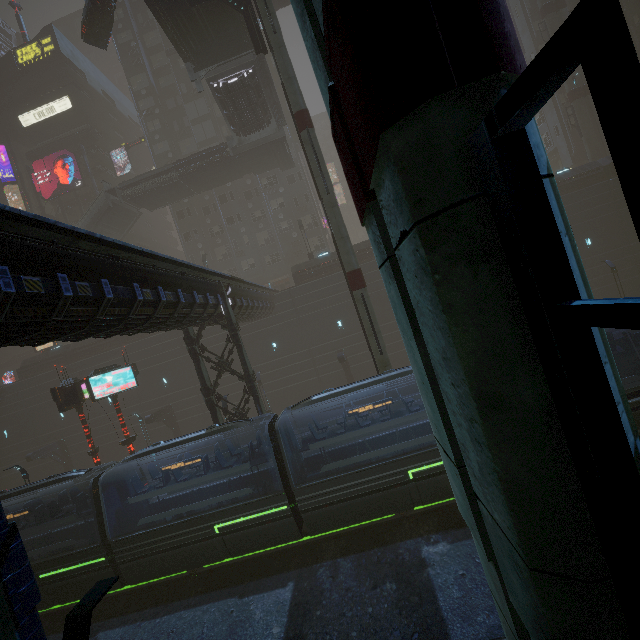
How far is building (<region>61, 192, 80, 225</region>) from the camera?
44.4 meters

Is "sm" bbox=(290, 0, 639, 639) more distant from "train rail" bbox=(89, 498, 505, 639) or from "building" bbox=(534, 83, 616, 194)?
"train rail" bbox=(89, 498, 505, 639)

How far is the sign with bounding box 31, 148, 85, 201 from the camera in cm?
4141

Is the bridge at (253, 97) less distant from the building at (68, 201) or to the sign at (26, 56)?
the building at (68, 201)

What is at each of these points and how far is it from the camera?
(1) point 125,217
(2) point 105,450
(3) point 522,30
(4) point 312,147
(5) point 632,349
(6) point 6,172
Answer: (1) stairs, 35.8 meters
(2) building, 32.5 meters
(3) building, 38.4 meters
(4) sm, 16.9 meters
(5) train, 12.0 meters
(6) building, 48.9 meters

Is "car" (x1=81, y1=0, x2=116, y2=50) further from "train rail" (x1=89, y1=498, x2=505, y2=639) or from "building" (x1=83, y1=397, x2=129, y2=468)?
"train rail" (x1=89, y1=498, x2=505, y2=639)

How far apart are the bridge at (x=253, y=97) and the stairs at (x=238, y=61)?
0.0m

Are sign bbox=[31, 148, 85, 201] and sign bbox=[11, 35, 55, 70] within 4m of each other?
no
